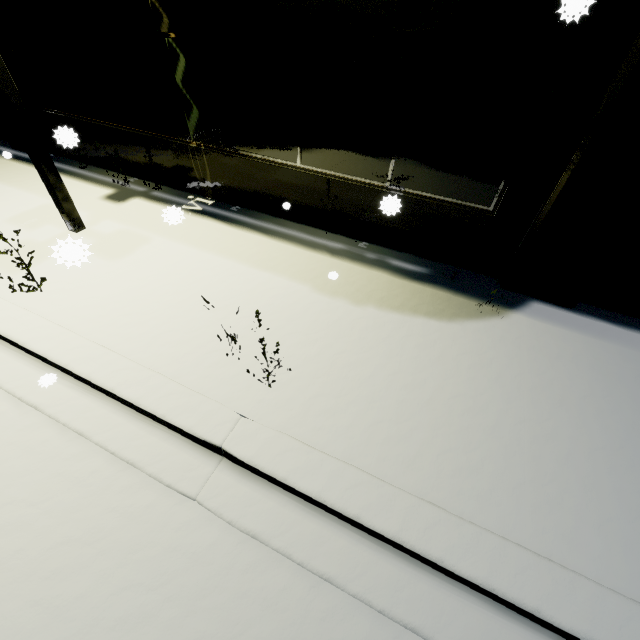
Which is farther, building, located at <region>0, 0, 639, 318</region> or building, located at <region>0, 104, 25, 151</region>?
building, located at <region>0, 104, 25, 151</region>

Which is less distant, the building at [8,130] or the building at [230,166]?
the building at [230,166]

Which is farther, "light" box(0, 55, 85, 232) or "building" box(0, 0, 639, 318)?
"light" box(0, 55, 85, 232)

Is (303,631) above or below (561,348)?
below

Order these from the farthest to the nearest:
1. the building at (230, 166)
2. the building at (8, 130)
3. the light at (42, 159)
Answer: the building at (8, 130)
the light at (42, 159)
the building at (230, 166)

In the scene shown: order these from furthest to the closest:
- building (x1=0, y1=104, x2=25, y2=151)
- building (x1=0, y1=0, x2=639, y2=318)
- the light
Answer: building (x1=0, y1=104, x2=25, y2=151) → the light → building (x1=0, y1=0, x2=639, y2=318)
